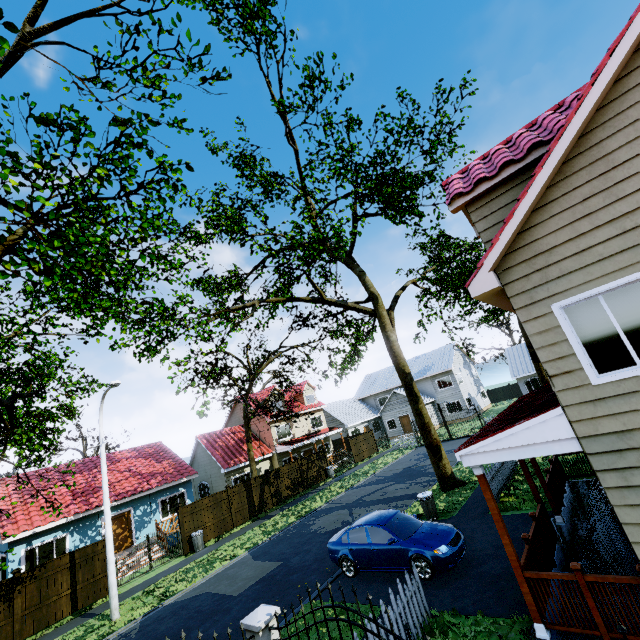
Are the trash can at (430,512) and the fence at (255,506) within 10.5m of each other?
no

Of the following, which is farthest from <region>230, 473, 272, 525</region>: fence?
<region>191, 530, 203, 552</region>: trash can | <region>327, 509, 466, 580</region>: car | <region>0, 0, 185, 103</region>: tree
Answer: <region>327, 509, 466, 580</region>: car

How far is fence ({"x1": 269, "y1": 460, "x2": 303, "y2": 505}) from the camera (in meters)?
23.92

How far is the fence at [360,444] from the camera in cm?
3212

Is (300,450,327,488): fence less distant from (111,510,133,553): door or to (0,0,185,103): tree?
(0,0,185,103): tree

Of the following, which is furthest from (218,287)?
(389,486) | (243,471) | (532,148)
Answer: (532,148)

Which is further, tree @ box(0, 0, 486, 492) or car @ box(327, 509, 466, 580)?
car @ box(327, 509, 466, 580)

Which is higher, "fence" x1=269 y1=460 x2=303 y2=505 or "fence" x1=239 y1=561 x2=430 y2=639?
"fence" x1=239 y1=561 x2=430 y2=639
